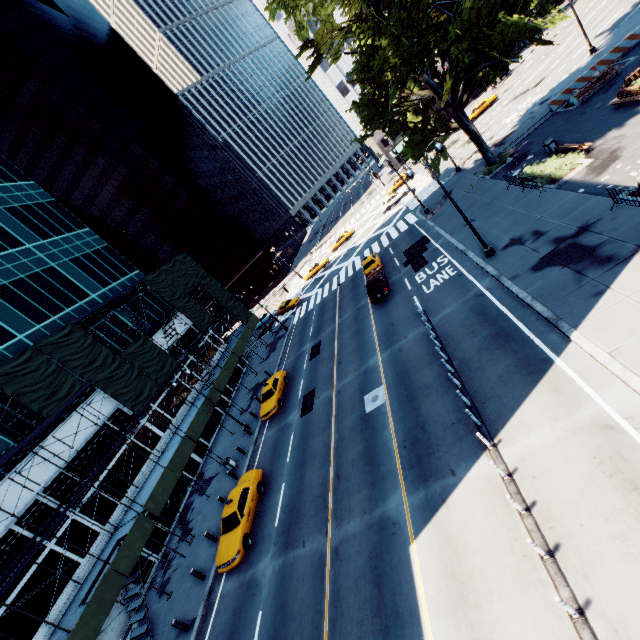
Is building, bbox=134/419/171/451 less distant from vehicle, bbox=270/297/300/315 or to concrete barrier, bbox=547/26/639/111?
vehicle, bbox=270/297/300/315

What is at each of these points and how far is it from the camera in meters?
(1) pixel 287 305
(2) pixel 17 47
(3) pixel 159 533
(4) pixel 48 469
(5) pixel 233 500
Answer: (1) vehicle, 47.7 m
(2) building, 58.5 m
(3) building, 23.4 m
(4) building, 20.5 m
(5) vehicle, 18.1 m

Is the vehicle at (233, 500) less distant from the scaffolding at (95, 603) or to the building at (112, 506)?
the scaffolding at (95, 603)

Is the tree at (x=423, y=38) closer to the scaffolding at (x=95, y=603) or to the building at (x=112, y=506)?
the scaffolding at (x=95, y=603)

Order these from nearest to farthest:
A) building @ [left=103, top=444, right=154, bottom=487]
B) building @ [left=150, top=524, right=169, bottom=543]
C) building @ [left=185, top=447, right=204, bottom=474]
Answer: building @ [left=150, top=524, right=169, bottom=543] → building @ [left=103, top=444, right=154, bottom=487] → building @ [left=185, top=447, right=204, bottom=474]

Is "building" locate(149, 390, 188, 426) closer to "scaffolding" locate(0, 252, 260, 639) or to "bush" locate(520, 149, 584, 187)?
"scaffolding" locate(0, 252, 260, 639)

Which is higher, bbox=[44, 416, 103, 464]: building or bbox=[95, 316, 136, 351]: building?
bbox=[95, 316, 136, 351]: building

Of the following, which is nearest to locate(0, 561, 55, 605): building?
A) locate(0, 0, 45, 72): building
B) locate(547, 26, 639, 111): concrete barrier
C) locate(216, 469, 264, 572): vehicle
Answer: locate(216, 469, 264, 572): vehicle
